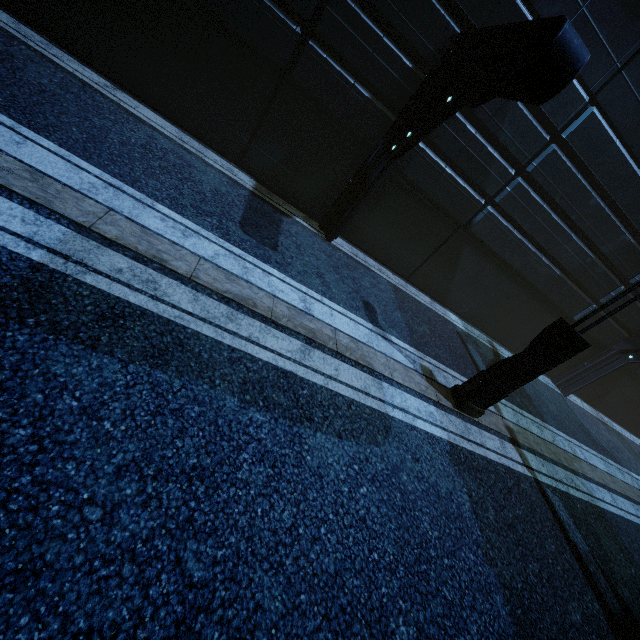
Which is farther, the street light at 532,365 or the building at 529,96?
the building at 529,96

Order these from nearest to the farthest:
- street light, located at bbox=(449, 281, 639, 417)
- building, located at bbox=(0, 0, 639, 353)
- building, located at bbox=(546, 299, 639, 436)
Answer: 1. street light, located at bbox=(449, 281, 639, 417)
2. building, located at bbox=(0, 0, 639, 353)
3. building, located at bbox=(546, 299, 639, 436)

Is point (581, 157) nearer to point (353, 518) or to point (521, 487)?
point (521, 487)

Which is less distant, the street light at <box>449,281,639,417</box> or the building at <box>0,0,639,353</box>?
the street light at <box>449,281,639,417</box>

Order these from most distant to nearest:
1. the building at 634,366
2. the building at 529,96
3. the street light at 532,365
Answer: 1. the building at 634,366
2. the building at 529,96
3. the street light at 532,365

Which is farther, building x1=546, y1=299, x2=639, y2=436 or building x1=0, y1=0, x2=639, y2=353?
building x1=546, y1=299, x2=639, y2=436
